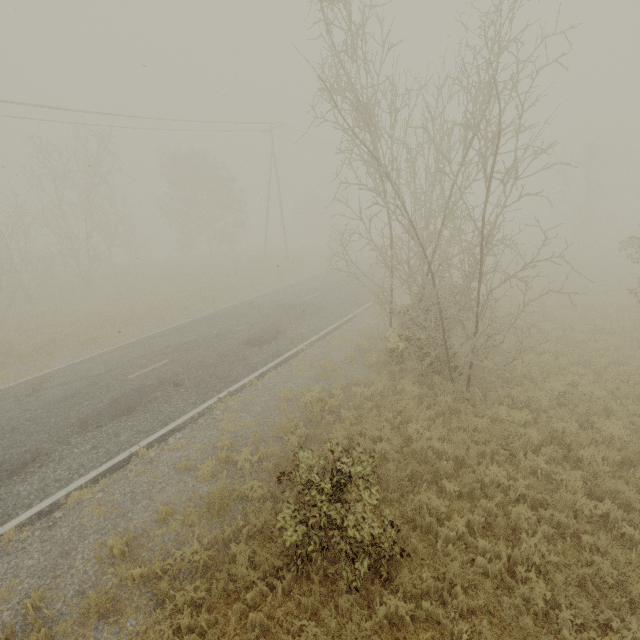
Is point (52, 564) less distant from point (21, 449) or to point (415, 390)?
point (21, 449)
